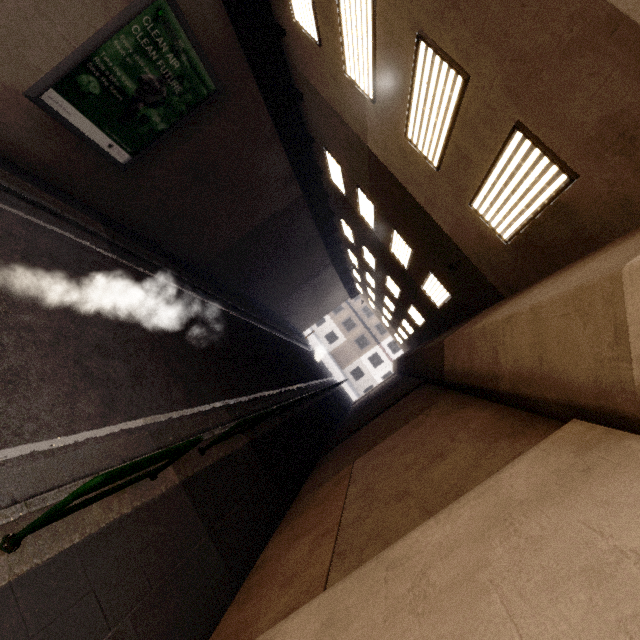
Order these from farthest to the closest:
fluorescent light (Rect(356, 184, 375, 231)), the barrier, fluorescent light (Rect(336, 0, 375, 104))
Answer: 1. fluorescent light (Rect(356, 184, 375, 231))
2. fluorescent light (Rect(336, 0, 375, 104))
3. the barrier

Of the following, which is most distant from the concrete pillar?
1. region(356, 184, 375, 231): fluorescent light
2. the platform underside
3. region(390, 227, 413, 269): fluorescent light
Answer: the platform underside

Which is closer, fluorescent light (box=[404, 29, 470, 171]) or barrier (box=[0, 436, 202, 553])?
barrier (box=[0, 436, 202, 553])

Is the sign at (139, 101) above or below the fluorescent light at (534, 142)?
below

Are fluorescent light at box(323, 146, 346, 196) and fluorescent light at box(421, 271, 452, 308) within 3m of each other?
no

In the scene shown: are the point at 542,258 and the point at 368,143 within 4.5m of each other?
no

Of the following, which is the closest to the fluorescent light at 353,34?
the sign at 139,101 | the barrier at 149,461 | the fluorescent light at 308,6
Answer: the fluorescent light at 308,6

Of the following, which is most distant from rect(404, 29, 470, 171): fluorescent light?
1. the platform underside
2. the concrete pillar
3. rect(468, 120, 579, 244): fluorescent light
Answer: the platform underside
